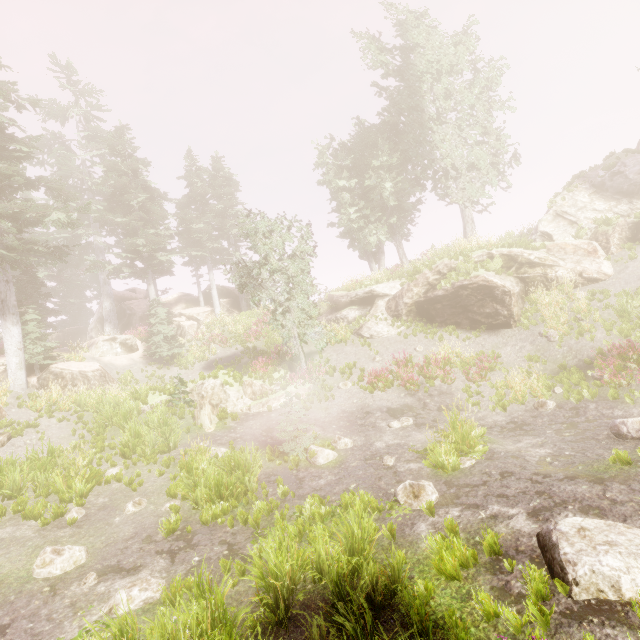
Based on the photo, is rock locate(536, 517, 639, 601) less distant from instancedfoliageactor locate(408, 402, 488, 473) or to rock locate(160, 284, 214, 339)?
instancedfoliageactor locate(408, 402, 488, 473)

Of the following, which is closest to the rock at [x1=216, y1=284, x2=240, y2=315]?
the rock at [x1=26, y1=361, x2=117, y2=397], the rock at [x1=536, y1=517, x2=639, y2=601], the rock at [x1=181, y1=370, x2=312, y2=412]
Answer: the rock at [x1=26, y1=361, x2=117, y2=397]

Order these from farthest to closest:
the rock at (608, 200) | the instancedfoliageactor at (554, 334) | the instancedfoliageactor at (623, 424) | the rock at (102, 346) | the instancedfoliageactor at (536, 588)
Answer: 1. the rock at (102, 346)
2. the rock at (608, 200)
3. the instancedfoliageactor at (554, 334)
4. the instancedfoliageactor at (623, 424)
5. the instancedfoliageactor at (536, 588)

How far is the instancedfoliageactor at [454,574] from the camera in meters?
4.6 m

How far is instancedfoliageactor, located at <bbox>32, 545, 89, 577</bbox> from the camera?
6.2m

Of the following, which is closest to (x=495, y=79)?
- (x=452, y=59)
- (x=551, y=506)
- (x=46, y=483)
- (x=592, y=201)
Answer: (x=452, y=59)

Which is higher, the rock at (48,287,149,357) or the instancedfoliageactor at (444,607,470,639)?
the rock at (48,287,149,357)

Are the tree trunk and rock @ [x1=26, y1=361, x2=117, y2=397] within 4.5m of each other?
no
